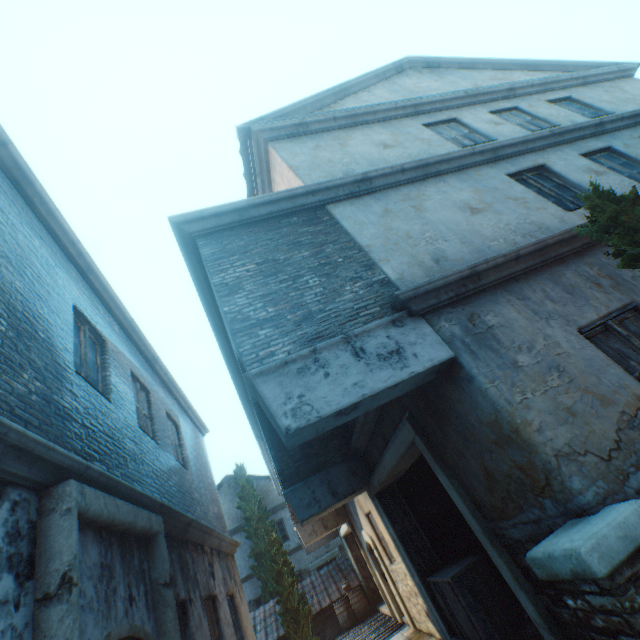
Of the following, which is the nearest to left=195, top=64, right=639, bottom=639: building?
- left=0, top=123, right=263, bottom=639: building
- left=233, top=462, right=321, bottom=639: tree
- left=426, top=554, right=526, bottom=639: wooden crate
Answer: left=426, top=554, right=526, bottom=639: wooden crate

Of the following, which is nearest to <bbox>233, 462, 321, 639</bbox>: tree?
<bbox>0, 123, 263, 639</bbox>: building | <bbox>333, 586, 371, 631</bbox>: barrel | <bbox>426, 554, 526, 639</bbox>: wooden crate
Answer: <bbox>0, 123, 263, 639</bbox>: building

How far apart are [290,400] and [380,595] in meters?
16.4 m

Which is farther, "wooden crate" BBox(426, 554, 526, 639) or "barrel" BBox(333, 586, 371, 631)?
"barrel" BBox(333, 586, 371, 631)

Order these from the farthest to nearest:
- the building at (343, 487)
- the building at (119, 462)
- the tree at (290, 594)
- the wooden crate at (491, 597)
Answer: the tree at (290, 594) → the wooden crate at (491, 597) → the building at (343, 487) → the building at (119, 462)

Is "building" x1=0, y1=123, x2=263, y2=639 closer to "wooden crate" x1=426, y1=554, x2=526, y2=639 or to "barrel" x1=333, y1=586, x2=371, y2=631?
"wooden crate" x1=426, y1=554, x2=526, y2=639

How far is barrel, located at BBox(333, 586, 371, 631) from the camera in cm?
1338

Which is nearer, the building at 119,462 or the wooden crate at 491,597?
the building at 119,462
